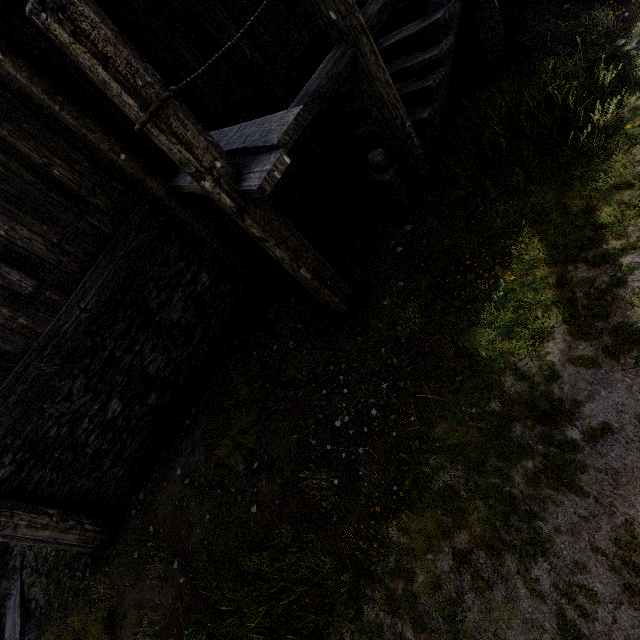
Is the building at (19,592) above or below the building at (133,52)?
below

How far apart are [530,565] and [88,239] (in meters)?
5.92

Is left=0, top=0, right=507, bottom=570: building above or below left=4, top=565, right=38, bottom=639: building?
above

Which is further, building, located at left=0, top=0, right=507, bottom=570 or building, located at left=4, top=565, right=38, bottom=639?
building, located at left=4, top=565, right=38, bottom=639

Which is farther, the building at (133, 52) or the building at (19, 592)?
the building at (19, 592)
